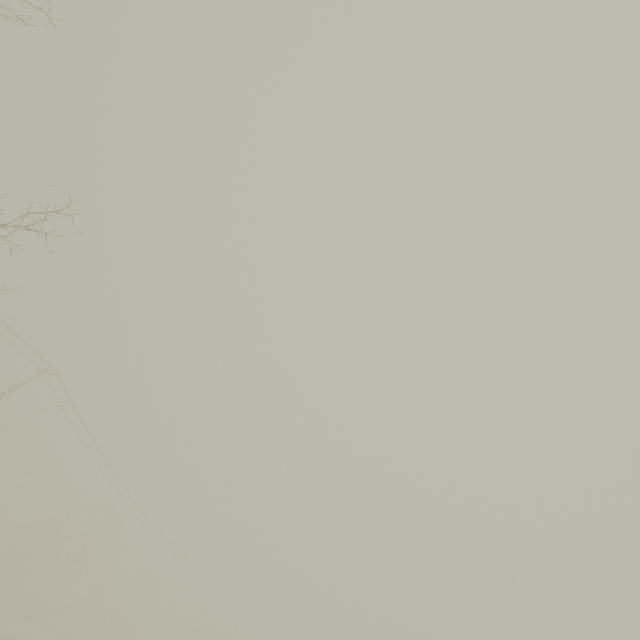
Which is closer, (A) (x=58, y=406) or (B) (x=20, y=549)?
(A) (x=58, y=406)
